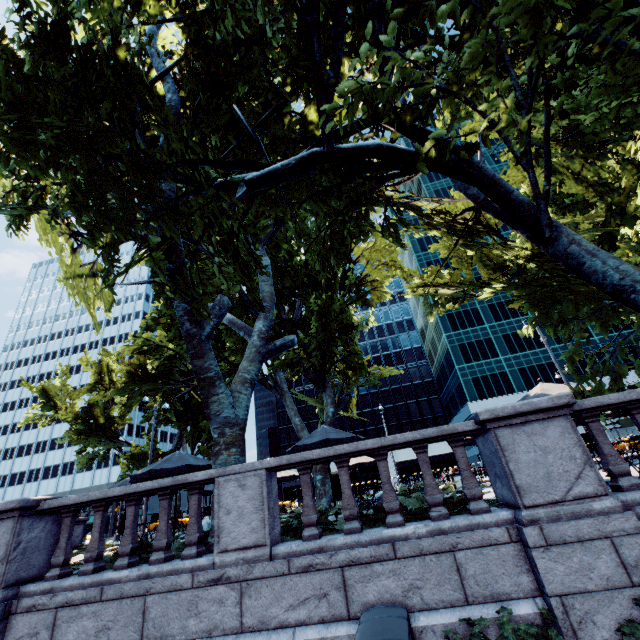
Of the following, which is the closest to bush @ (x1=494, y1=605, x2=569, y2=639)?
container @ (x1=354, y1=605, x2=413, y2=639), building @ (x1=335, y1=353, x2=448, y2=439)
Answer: container @ (x1=354, y1=605, x2=413, y2=639)

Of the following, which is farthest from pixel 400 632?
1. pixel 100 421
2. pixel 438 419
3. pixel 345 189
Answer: pixel 438 419

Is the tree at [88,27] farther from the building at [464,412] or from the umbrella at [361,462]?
the building at [464,412]

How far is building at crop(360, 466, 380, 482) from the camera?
54.7m

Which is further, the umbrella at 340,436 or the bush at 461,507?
the umbrella at 340,436

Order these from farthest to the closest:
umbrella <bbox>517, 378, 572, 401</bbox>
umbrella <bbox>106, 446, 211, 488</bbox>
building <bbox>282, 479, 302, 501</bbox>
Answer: building <bbox>282, 479, 302, 501</bbox>, umbrella <bbox>106, 446, 211, 488</bbox>, umbrella <bbox>517, 378, 572, 401</bbox>

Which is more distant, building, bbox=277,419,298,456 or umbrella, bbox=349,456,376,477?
building, bbox=277,419,298,456

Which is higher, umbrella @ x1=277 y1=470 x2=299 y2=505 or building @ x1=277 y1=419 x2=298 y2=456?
building @ x1=277 y1=419 x2=298 y2=456
